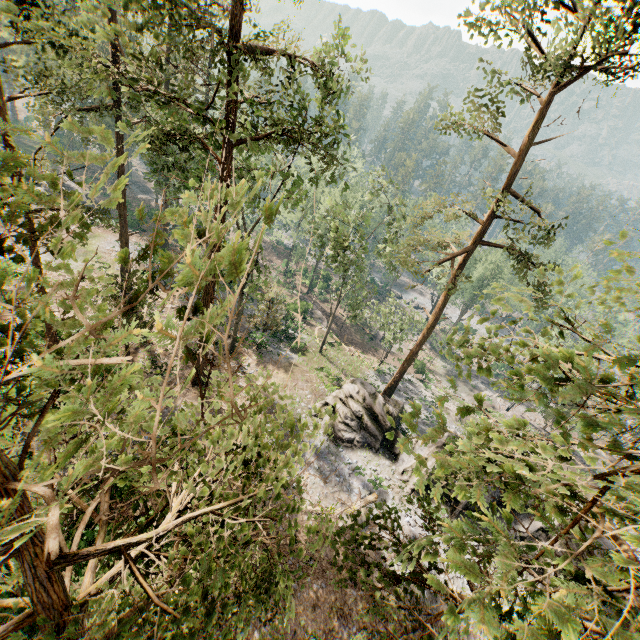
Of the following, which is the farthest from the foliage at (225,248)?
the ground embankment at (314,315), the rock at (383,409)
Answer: the ground embankment at (314,315)

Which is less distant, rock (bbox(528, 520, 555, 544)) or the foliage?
the foliage

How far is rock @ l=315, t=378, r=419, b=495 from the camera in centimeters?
2320cm

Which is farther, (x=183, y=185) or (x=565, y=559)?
(x=183, y=185)

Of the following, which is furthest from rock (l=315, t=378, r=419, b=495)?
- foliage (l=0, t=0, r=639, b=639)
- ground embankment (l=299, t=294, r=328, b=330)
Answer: ground embankment (l=299, t=294, r=328, b=330)

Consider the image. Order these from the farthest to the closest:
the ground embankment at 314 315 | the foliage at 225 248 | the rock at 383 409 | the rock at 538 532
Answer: the ground embankment at 314 315 < the rock at 383 409 < the rock at 538 532 < the foliage at 225 248

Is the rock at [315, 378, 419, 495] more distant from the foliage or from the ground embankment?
the ground embankment
